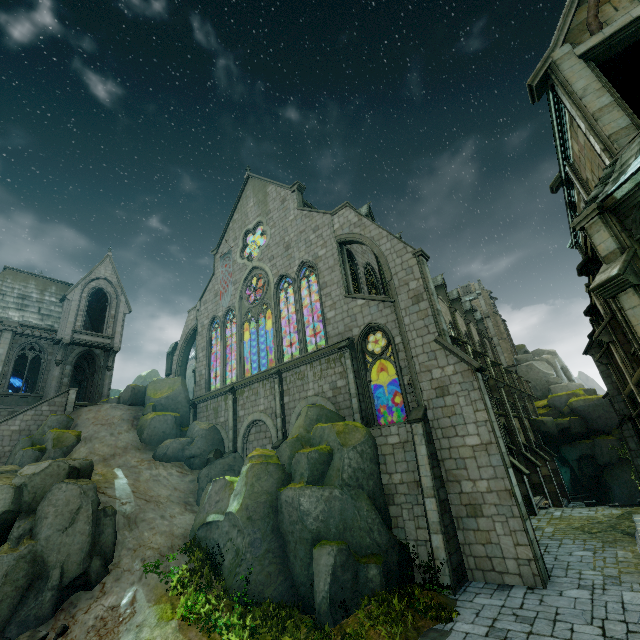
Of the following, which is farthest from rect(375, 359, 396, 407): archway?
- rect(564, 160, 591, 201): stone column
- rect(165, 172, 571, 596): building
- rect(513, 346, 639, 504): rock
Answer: rect(564, 160, 591, 201): stone column

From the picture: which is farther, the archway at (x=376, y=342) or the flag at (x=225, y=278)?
the flag at (x=225, y=278)

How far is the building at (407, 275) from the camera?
12.22m

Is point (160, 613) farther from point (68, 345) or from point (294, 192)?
point (294, 192)

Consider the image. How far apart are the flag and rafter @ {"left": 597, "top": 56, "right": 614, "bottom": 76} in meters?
24.7 m

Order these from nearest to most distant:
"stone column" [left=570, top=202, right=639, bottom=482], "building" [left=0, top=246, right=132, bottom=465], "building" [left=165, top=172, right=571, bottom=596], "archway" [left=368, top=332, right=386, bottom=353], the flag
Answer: "stone column" [left=570, top=202, right=639, bottom=482], "building" [left=165, top=172, right=571, bottom=596], "archway" [left=368, top=332, right=386, bottom=353], "building" [left=0, top=246, right=132, bottom=465], the flag

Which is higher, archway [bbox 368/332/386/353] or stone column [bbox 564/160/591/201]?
stone column [bbox 564/160/591/201]

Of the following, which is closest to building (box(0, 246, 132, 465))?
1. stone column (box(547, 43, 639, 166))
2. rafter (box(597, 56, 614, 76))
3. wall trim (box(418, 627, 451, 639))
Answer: wall trim (box(418, 627, 451, 639))
